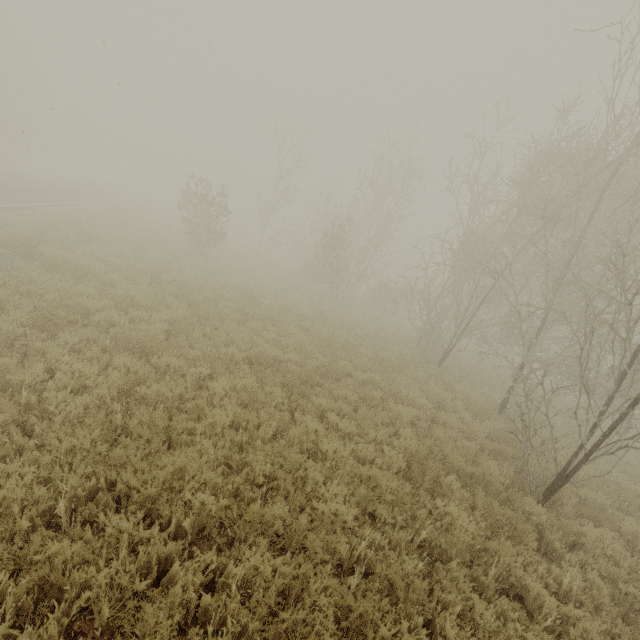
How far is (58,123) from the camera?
50.91m

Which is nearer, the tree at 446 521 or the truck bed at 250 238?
the tree at 446 521

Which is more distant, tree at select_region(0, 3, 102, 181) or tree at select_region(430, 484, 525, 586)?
tree at select_region(0, 3, 102, 181)

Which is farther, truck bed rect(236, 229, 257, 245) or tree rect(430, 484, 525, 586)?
truck bed rect(236, 229, 257, 245)

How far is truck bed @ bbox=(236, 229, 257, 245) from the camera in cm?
4360

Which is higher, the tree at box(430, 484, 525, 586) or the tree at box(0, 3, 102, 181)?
the tree at box(0, 3, 102, 181)

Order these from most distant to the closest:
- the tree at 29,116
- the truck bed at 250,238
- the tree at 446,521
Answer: the truck bed at 250,238 < the tree at 29,116 < the tree at 446,521

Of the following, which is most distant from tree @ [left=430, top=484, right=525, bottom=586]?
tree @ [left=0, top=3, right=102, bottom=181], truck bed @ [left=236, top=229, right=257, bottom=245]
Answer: tree @ [left=0, top=3, right=102, bottom=181]
